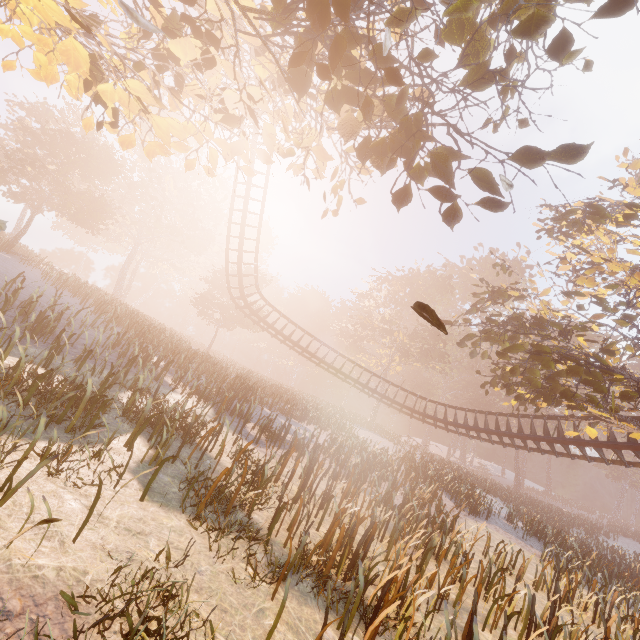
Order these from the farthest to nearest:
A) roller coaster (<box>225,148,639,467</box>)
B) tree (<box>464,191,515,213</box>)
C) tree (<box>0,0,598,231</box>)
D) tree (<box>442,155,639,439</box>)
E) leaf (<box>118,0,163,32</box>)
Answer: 1. roller coaster (<box>225,148,639,467</box>)
2. tree (<box>442,155,639,439</box>)
3. tree (<box>464,191,515,213</box>)
4. tree (<box>0,0,598,231</box>)
5. leaf (<box>118,0,163,32</box>)

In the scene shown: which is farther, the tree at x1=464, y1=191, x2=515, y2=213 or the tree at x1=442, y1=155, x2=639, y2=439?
the tree at x1=442, y1=155, x2=639, y2=439

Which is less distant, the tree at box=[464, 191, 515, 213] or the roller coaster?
the tree at box=[464, 191, 515, 213]

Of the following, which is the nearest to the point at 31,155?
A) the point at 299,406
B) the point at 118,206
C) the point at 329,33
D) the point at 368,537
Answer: the point at 118,206

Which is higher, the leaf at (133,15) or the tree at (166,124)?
the tree at (166,124)

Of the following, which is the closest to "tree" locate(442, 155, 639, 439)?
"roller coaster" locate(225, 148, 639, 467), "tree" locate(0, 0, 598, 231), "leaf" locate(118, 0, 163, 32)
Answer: "roller coaster" locate(225, 148, 639, 467)

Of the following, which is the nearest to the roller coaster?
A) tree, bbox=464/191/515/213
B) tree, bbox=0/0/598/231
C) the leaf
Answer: tree, bbox=0/0/598/231

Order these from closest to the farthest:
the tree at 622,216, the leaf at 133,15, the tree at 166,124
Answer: the leaf at 133,15 → the tree at 166,124 → the tree at 622,216
